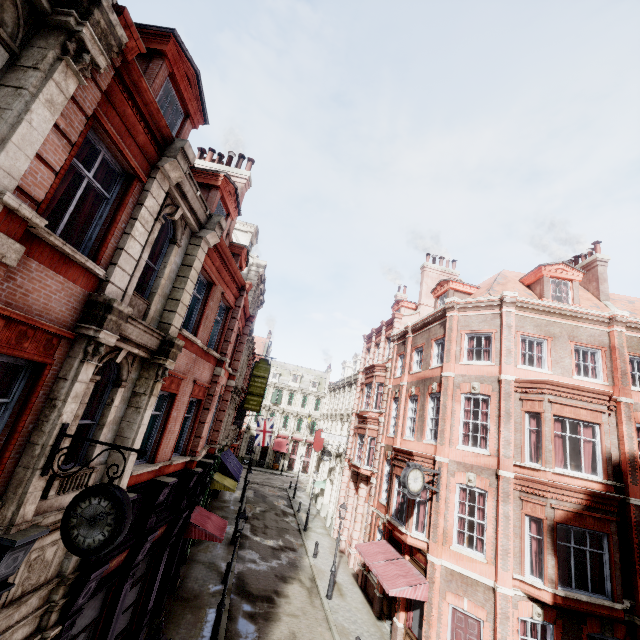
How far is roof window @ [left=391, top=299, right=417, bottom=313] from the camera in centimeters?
2892cm

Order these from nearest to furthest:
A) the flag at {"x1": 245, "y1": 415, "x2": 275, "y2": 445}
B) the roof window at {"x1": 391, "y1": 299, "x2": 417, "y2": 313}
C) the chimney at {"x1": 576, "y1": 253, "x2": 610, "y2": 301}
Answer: the chimney at {"x1": 576, "y1": 253, "x2": 610, "y2": 301}
the roof window at {"x1": 391, "y1": 299, "x2": 417, "y2": 313}
the flag at {"x1": 245, "y1": 415, "x2": 275, "y2": 445}

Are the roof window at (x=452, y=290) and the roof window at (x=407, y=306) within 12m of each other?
yes

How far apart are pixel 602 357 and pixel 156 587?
20.8m

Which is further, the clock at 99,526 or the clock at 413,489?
the clock at 413,489

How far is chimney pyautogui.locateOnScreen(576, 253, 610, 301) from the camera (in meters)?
19.16

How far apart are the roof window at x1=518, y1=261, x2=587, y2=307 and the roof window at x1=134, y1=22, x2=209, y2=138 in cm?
1798

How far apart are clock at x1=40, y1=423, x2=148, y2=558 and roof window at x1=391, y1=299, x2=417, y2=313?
25.1 meters
